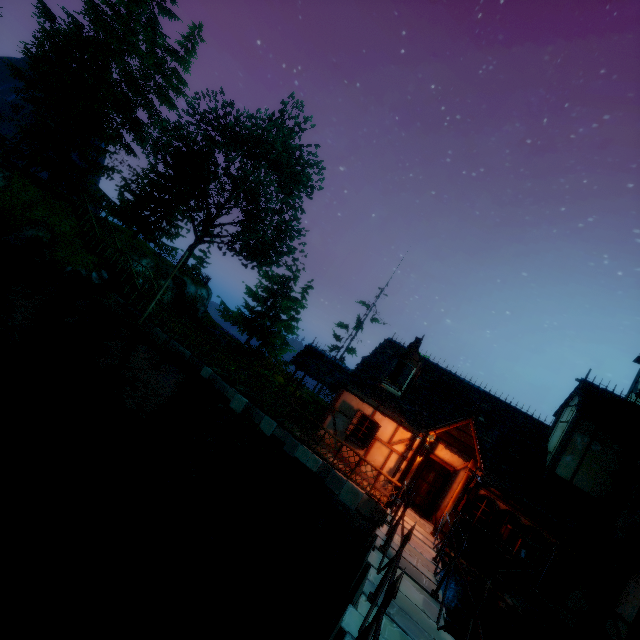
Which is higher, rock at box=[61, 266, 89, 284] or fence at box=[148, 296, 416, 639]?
fence at box=[148, 296, 416, 639]

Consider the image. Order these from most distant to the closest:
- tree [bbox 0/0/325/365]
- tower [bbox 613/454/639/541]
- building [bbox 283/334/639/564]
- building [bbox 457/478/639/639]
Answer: tree [bbox 0/0/325/365] < building [bbox 283/334/639/564] < tower [bbox 613/454/639/541] < building [bbox 457/478/639/639]

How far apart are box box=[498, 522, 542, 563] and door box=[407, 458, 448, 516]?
2.2m

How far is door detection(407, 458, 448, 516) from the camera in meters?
12.8 m

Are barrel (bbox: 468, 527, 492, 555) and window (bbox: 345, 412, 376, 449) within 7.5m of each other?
yes

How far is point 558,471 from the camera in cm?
1268

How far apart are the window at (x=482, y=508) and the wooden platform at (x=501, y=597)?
0.75m

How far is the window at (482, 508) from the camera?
10.9 meters
